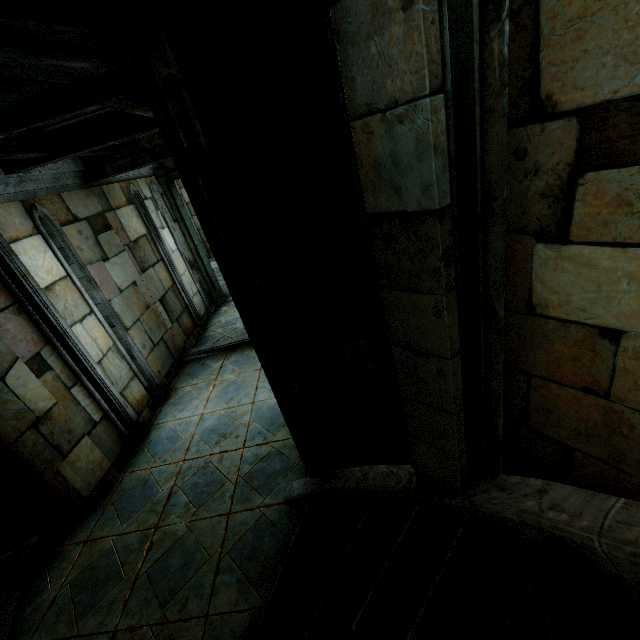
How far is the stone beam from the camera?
8.30m

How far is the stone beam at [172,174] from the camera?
8.3m

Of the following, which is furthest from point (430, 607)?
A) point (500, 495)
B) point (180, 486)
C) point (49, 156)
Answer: point (49, 156)
